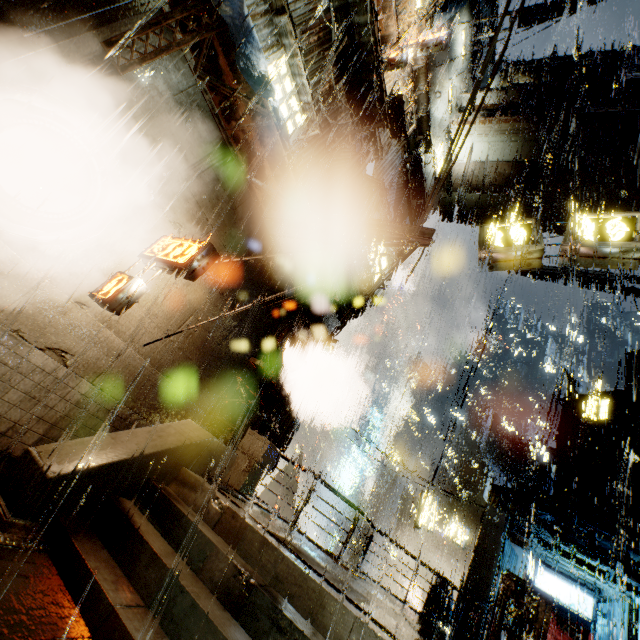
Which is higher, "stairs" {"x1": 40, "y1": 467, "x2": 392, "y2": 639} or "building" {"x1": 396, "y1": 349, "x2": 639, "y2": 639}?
"building" {"x1": 396, "y1": 349, "x2": 639, "y2": 639}

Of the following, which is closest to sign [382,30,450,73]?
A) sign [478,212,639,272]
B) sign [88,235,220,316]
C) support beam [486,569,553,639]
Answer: sign [478,212,639,272]

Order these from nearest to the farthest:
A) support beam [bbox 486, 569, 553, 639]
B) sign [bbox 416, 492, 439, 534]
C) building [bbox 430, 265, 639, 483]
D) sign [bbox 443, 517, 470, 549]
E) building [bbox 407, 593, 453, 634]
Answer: support beam [bbox 486, 569, 553, 639]
building [bbox 407, 593, 453, 634]
sign [bbox 443, 517, 470, 549]
sign [bbox 416, 492, 439, 534]
building [bbox 430, 265, 639, 483]

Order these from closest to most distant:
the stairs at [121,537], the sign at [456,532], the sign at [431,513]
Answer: the stairs at [121,537]
the sign at [456,532]
the sign at [431,513]

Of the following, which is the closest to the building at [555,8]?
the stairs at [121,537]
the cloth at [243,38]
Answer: the cloth at [243,38]

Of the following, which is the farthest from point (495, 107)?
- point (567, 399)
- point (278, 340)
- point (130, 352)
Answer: point (567, 399)

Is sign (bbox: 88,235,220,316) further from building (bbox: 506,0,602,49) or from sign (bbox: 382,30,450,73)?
sign (bbox: 382,30,450,73)

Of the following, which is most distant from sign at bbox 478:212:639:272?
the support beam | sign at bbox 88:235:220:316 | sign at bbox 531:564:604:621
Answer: sign at bbox 531:564:604:621
